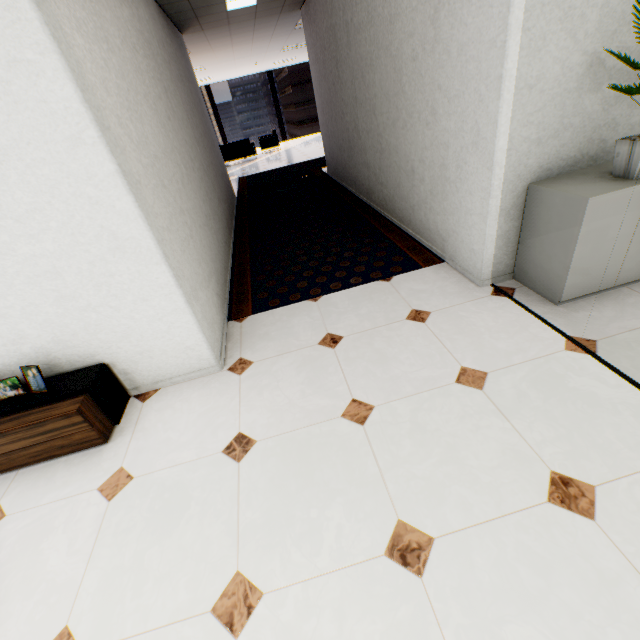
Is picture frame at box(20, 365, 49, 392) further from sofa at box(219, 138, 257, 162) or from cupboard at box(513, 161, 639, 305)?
sofa at box(219, 138, 257, 162)

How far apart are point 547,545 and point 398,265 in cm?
258

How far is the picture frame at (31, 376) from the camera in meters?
2.1

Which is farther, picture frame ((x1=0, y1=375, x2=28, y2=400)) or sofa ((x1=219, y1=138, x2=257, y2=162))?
sofa ((x1=219, y1=138, x2=257, y2=162))

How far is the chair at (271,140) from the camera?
13.6 meters

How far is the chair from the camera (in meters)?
13.61

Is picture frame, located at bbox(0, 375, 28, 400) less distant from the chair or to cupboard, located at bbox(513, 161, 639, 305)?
cupboard, located at bbox(513, 161, 639, 305)

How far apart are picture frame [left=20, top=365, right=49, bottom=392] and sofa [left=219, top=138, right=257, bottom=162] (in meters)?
12.50
